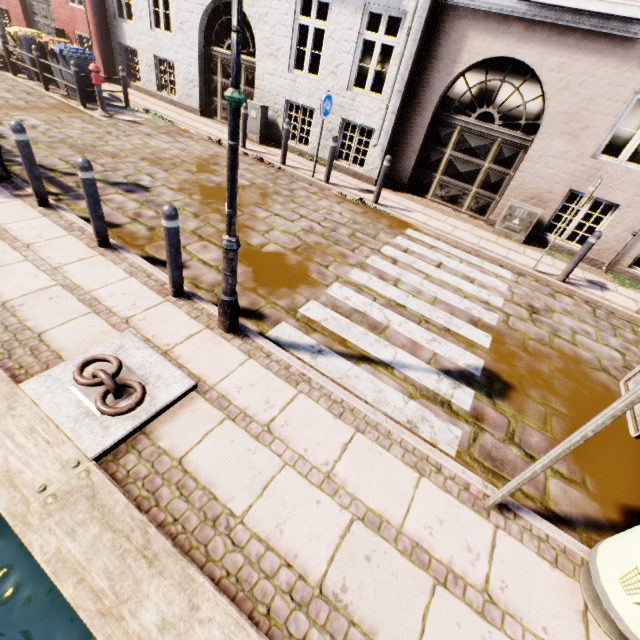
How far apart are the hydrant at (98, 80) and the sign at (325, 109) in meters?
6.6 m

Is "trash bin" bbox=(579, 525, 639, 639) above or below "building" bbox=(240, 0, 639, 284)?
below

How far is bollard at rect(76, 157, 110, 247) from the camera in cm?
376

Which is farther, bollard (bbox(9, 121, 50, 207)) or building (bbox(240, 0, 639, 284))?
building (bbox(240, 0, 639, 284))

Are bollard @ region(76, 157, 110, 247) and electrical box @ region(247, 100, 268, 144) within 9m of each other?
yes

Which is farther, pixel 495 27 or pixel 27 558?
pixel 495 27

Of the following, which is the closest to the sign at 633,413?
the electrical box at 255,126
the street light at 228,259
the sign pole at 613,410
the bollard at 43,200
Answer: the sign pole at 613,410

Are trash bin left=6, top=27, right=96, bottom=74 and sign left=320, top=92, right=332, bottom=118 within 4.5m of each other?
no
